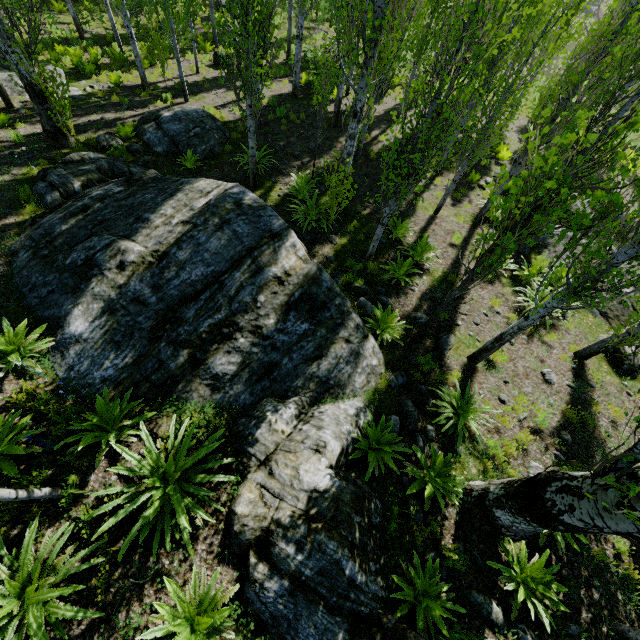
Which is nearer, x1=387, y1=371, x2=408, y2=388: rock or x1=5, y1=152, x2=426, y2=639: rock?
x1=5, y1=152, x2=426, y2=639: rock

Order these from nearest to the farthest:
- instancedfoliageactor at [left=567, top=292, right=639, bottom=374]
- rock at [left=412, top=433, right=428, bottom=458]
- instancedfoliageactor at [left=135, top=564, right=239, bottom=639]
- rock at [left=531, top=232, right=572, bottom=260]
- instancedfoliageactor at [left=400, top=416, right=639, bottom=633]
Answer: instancedfoliageactor at [left=400, top=416, right=639, bottom=633] < instancedfoliageactor at [left=135, top=564, right=239, bottom=639] < rock at [left=412, top=433, right=428, bottom=458] < instancedfoliageactor at [left=567, top=292, right=639, bottom=374] < rock at [left=531, top=232, right=572, bottom=260]

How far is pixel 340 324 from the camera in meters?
6.3 m

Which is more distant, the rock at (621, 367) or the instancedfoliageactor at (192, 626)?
the rock at (621, 367)

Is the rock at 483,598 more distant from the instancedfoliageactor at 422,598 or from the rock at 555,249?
the rock at 555,249

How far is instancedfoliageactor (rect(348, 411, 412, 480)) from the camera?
5.1m

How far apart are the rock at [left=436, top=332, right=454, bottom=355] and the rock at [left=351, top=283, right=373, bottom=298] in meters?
1.3 m

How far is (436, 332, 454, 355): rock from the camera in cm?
738
